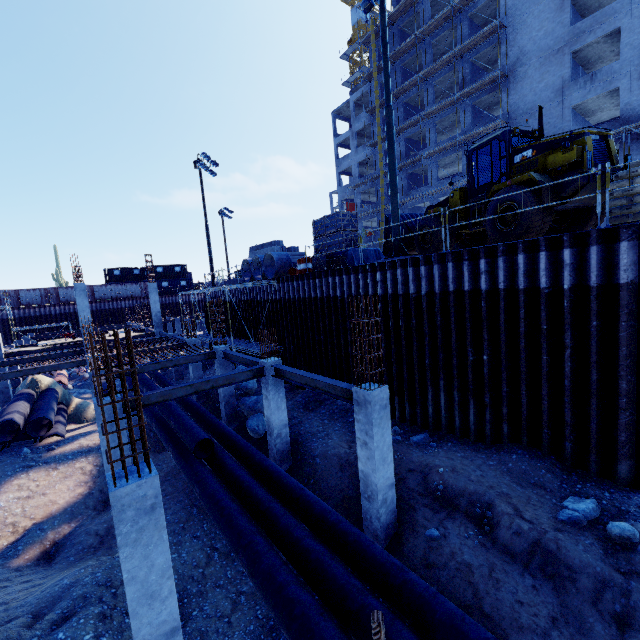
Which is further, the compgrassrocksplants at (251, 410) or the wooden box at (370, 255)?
the wooden box at (370, 255)

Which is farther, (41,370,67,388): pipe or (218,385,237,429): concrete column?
(41,370,67,388): pipe

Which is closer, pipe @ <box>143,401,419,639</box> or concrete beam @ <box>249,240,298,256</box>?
pipe @ <box>143,401,419,639</box>

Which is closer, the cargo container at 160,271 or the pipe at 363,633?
the pipe at 363,633

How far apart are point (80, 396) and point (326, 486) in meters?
23.4

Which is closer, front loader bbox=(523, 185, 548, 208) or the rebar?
the rebar

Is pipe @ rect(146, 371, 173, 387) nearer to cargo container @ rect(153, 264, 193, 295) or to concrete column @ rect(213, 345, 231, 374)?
concrete column @ rect(213, 345, 231, 374)

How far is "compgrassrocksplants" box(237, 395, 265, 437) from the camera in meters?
14.1
